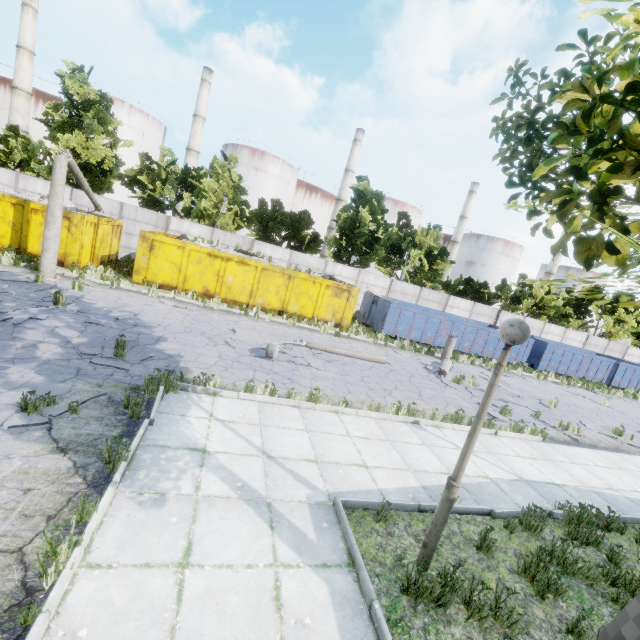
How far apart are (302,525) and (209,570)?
1.3 meters

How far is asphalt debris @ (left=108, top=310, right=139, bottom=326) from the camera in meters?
10.1

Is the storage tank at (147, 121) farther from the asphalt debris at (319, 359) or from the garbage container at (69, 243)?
the asphalt debris at (319, 359)

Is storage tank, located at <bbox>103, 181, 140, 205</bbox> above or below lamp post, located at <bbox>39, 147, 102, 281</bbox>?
above

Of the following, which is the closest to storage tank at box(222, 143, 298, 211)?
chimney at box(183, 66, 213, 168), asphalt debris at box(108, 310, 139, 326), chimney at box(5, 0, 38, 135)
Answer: chimney at box(183, 66, 213, 168)

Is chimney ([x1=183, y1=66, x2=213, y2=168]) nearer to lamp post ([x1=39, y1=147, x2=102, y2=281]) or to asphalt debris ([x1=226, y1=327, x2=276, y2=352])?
lamp post ([x1=39, y1=147, x2=102, y2=281])

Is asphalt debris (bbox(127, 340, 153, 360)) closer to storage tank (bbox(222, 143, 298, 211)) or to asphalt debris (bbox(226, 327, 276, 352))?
asphalt debris (bbox(226, 327, 276, 352))

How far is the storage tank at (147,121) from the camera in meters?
44.3
